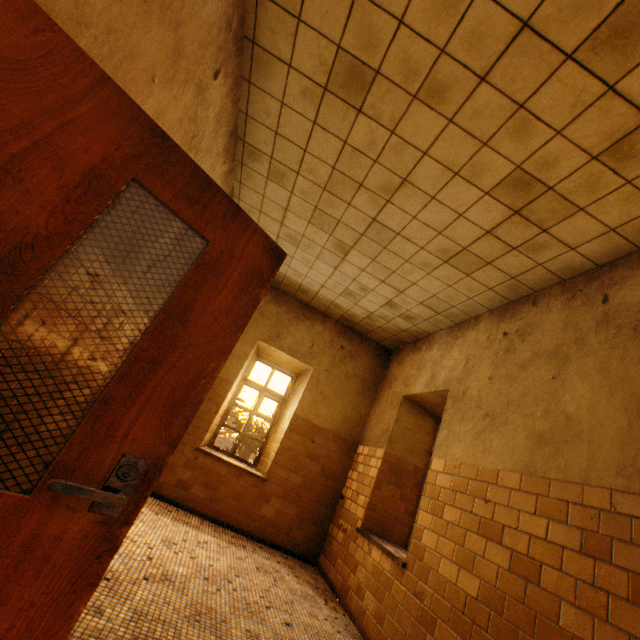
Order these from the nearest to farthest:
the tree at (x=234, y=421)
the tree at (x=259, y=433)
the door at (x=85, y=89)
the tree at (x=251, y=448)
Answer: the door at (x=85, y=89) < the tree at (x=259, y=433) < the tree at (x=234, y=421) < the tree at (x=251, y=448)

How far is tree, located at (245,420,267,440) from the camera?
11.09m

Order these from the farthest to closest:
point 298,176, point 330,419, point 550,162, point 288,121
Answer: point 330,419 < point 298,176 < point 288,121 < point 550,162

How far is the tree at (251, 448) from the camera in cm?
2477

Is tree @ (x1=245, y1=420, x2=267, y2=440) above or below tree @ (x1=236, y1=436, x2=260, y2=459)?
above

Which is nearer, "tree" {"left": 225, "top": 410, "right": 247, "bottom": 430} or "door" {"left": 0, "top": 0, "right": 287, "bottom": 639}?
"door" {"left": 0, "top": 0, "right": 287, "bottom": 639}
